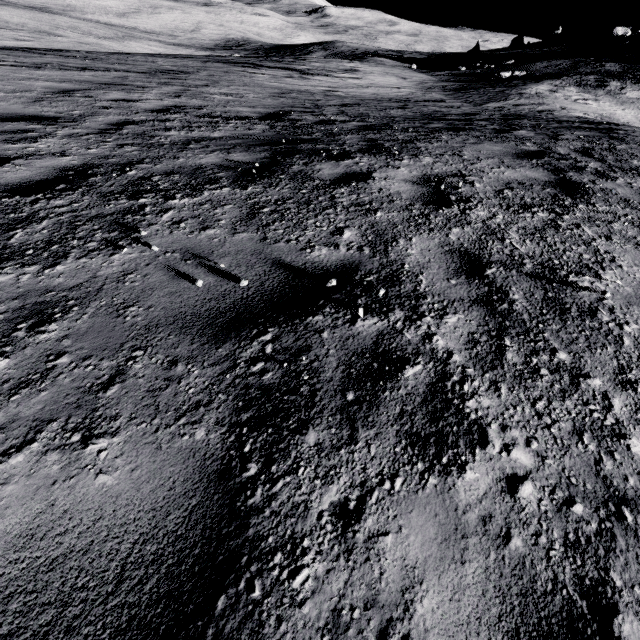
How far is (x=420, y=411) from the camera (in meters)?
1.53
